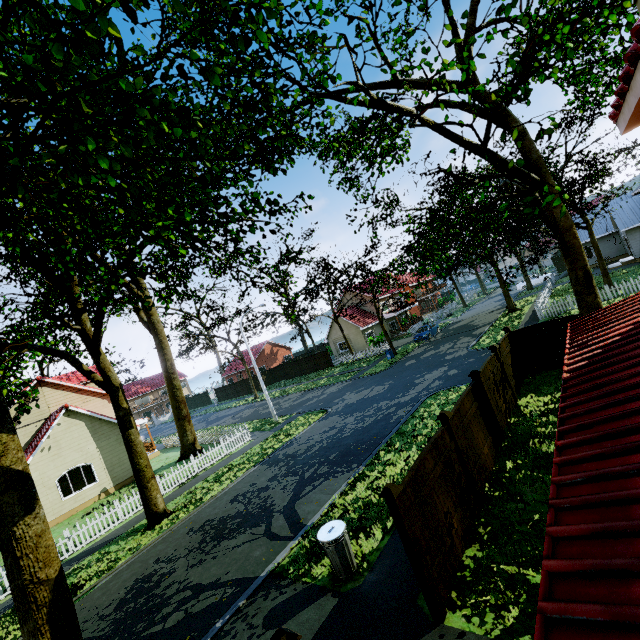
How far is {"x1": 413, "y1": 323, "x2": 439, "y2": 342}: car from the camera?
33.9 meters

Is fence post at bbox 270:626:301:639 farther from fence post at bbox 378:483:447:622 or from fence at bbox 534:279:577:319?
fence post at bbox 378:483:447:622

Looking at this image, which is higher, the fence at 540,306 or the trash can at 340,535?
the fence at 540,306

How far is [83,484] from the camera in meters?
20.6 m

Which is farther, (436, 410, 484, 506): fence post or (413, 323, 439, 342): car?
(413, 323, 439, 342): car

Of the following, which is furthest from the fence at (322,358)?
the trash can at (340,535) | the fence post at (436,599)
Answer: the trash can at (340,535)

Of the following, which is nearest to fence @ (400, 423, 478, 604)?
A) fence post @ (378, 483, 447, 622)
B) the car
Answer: fence post @ (378, 483, 447, 622)

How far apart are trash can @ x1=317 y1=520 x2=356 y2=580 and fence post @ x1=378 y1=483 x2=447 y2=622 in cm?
184
